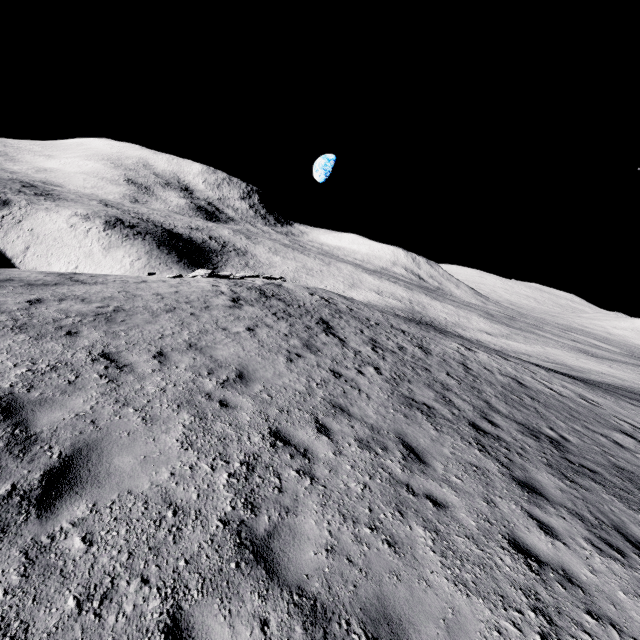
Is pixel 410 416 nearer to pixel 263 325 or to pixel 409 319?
pixel 263 325
